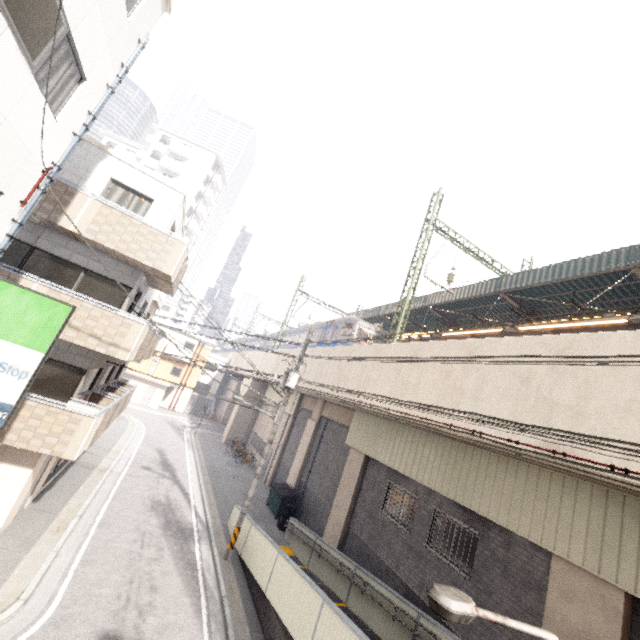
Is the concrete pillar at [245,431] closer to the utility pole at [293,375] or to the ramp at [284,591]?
the ramp at [284,591]

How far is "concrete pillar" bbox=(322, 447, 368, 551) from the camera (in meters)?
14.43

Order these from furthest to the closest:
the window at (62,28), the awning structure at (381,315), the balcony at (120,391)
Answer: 1. the awning structure at (381,315)
2. the balcony at (120,391)
3. the window at (62,28)

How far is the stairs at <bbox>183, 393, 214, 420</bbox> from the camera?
42.05m

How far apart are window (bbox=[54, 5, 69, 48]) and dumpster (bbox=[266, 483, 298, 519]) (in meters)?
18.99

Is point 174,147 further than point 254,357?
Yes

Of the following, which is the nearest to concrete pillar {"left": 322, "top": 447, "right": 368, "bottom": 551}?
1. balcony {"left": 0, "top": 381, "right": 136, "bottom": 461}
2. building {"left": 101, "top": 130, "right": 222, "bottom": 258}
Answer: balcony {"left": 0, "top": 381, "right": 136, "bottom": 461}

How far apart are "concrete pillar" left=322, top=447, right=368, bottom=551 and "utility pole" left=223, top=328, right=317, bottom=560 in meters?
4.2
